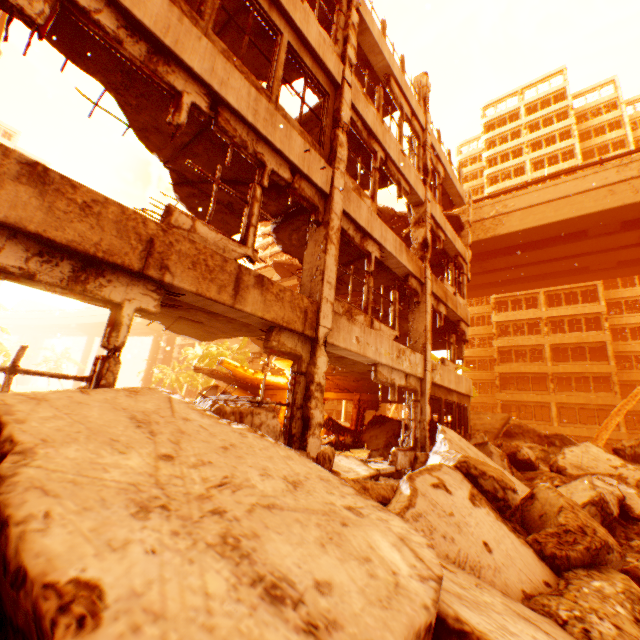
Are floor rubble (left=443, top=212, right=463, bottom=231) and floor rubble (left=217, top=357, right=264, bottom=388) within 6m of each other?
no

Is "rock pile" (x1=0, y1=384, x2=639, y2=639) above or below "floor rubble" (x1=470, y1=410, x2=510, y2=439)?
below

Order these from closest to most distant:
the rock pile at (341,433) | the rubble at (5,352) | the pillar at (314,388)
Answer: the pillar at (314,388)
the rock pile at (341,433)
the rubble at (5,352)

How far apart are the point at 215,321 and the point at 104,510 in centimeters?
531cm

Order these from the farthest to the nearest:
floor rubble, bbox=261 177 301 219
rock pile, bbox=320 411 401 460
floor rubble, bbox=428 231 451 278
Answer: floor rubble, bbox=428 231 451 278
rock pile, bbox=320 411 401 460
floor rubble, bbox=261 177 301 219

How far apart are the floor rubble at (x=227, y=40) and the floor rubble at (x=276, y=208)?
2.45m

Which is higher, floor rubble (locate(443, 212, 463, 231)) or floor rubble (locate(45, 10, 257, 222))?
floor rubble (locate(443, 212, 463, 231))

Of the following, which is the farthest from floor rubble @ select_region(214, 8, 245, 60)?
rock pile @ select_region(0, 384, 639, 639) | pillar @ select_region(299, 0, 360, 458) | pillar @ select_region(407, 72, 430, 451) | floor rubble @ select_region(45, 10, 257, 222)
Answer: rock pile @ select_region(0, 384, 639, 639)
